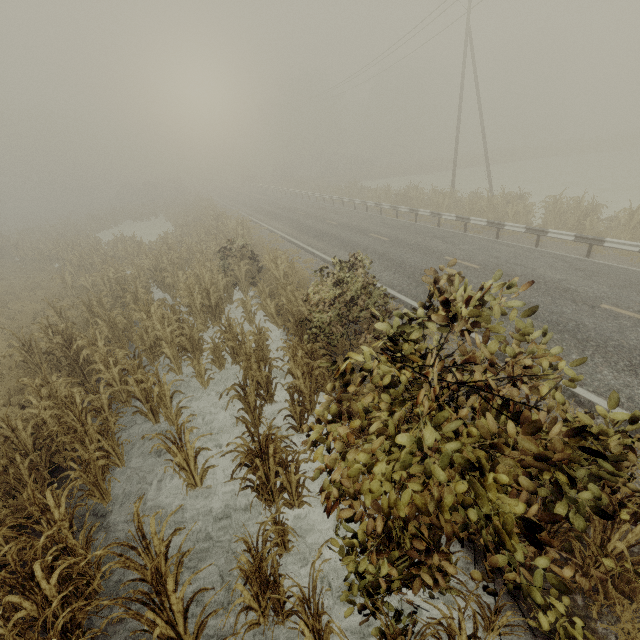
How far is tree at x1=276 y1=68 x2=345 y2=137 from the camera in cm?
5562

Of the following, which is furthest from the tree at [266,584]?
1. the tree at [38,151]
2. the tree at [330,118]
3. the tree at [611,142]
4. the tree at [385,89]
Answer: the tree at [38,151]

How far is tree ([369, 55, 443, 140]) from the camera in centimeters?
5488cm

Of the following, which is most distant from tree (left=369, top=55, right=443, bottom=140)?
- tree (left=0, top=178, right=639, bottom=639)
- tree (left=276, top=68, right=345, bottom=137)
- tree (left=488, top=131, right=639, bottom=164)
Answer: tree (left=0, top=178, right=639, bottom=639)

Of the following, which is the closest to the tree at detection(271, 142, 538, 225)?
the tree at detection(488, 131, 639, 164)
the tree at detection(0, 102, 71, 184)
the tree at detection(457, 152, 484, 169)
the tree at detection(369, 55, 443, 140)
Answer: the tree at detection(457, 152, 484, 169)

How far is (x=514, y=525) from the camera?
2.6m

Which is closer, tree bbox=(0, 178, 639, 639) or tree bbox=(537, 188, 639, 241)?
tree bbox=(0, 178, 639, 639)

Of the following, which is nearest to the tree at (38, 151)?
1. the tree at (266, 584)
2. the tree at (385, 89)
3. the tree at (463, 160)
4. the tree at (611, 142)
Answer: the tree at (385, 89)
